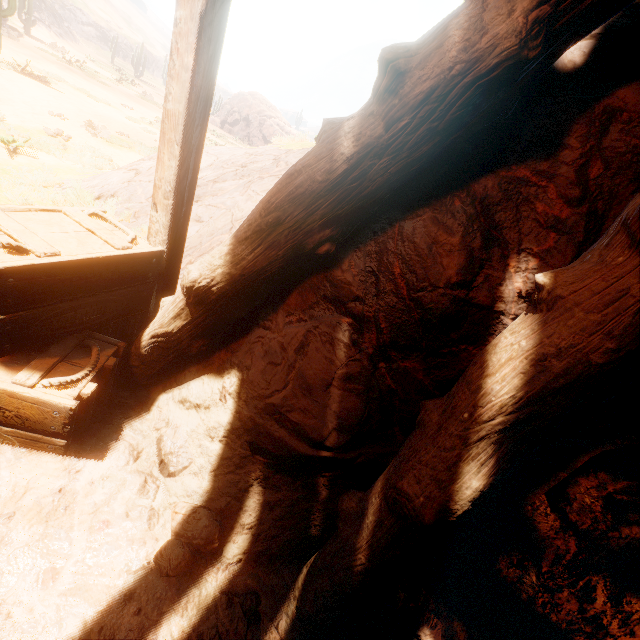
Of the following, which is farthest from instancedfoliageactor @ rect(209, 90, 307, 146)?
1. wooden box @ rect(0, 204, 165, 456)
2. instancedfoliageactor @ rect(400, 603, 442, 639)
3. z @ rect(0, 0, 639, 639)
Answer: instancedfoliageactor @ rect(400, 603, 442, 639)

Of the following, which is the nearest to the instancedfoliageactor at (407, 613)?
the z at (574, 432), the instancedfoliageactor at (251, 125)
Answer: the z at (574, 432)

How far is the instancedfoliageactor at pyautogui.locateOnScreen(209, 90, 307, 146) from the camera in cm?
3297

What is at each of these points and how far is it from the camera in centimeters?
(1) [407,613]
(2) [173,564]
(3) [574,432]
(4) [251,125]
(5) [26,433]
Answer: (1) instancedfoliageactor, 217cm
(2) instancedfoliageactor, 175cm
(3) z, 146cm
(4) instancedfoliageactor, 3325cm
(5) wooden box, 187cm

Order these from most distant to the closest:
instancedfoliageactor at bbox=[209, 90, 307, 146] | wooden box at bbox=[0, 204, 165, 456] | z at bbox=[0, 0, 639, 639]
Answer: instancedfoliageactor at bbox=[209, 90, 307, 146] < wooden box at bbox=[0, 204, 165, 456] < z at bbox=[0, 0, 639, 639]

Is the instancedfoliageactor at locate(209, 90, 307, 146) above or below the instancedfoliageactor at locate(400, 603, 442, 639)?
above

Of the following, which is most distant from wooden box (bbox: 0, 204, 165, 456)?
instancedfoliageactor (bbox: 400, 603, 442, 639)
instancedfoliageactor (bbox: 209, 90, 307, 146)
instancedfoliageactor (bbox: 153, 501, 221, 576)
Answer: instancedfoliageactor (bbox: 209, 90, 307, 146)

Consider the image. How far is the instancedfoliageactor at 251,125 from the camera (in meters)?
32.97
